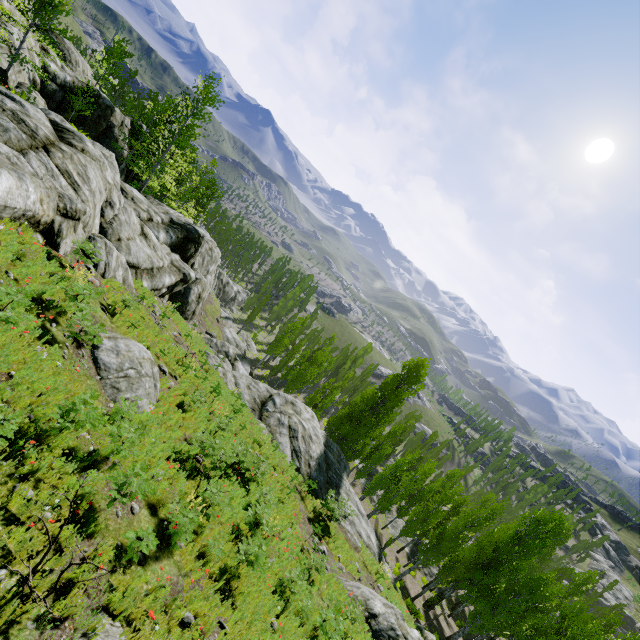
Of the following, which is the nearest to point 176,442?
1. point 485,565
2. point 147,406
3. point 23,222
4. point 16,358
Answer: point 147,406

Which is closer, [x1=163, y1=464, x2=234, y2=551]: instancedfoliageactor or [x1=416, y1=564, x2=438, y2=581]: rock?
[x1=163, y1=464, x2=234, y2=551]: instancedfoliageactor

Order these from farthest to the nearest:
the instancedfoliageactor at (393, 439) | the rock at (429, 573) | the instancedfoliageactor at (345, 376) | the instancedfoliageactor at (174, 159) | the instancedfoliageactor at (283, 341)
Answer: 1. the instancedfoliageactor at (283, 341)
2. the instancedfoliageactor at (345, 376)
3. the rock at (429, 573)
4. the instancedfoliageactor at (393, 439)
5. the instancedfoliageactor at (174, 159)

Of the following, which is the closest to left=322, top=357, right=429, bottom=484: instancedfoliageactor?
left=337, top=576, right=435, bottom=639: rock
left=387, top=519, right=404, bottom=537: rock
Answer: left=387, top=519, right=404, bottom=537: rock

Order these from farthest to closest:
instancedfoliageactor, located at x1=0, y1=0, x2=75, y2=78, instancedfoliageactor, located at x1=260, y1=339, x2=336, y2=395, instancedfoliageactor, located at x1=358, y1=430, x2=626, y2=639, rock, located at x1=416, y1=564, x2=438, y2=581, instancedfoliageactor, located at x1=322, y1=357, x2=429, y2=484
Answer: instancedfoliageactor, located at x1=260, y1=339, x2=336, y2=395 < rock, located at x1=416, y1=564, x2=438, y2=581 < instancedfoliageactor, located at x1=322, y1=357, x2=429, y2=484 < instancedfoliageactor, located at x1=358, y1=430, x2=626, y2=639 < instancedfoliageactor, located at x1=0, y1=0, x2=75, y2=78

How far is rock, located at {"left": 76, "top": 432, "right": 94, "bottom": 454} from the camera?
6.44m

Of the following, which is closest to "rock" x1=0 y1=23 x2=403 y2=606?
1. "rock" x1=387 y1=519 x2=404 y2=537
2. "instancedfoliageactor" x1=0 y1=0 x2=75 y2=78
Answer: "instancedfoliageactor" x1=0 y1=0 x2=75 y2=78

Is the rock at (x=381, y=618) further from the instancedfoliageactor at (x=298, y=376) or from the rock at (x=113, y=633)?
the instancedfoliageactor at (x=298, y=376)
